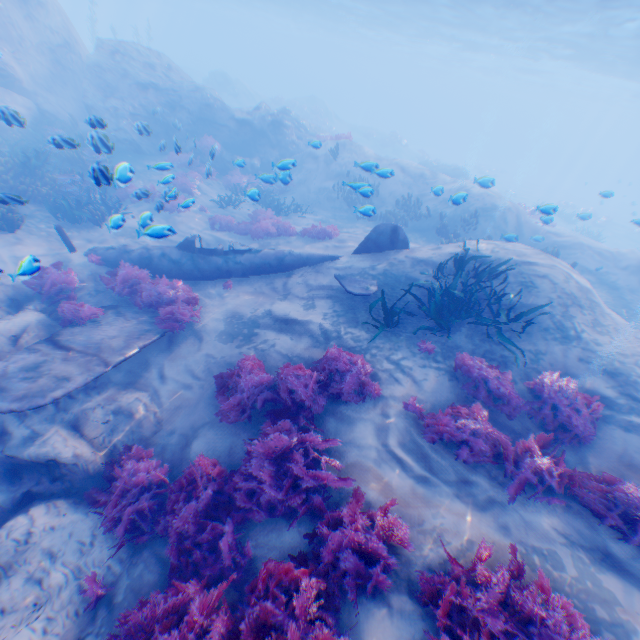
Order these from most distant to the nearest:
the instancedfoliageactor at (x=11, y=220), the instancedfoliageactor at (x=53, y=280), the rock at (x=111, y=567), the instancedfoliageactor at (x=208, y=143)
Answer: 1. the instancedfoliageactor at (x=208, y=143)
2. the instancedfoliageactor at (x=53, y=280)
3. the instancedfoliageactor at (x=11, y=220)
4. the rock at (x=111, y=567)

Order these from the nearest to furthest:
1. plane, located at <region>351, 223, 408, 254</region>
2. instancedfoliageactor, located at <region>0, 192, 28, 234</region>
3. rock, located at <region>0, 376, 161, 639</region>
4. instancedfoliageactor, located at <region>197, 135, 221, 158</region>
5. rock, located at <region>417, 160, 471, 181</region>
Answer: rock, located at <region>0, 376, 161, 639</region>, instancedfoliageactor, located at <region>0, 192, 28, 234</region>, plane, located at <region>351, 223, 408, 254</region>, instancedfoliageactor, located at <region>197, 135, 221, 158</region>, rock, located at <region>417, 160, 471, 181</region>

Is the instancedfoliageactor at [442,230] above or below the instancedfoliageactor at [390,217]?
above

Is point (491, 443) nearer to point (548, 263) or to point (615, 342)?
point (615, 342)

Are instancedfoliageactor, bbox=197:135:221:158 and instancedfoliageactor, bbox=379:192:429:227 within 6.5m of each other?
no

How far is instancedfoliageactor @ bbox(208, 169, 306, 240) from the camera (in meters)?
13.24

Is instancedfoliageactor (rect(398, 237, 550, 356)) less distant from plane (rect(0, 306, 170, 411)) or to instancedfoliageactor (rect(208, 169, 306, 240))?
instancedfoliageactor (rect(208, 169, 306, 240))

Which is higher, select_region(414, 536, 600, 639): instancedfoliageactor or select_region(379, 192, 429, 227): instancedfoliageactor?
select_region(414, 536, 600, 639): instancedfoliageactor
